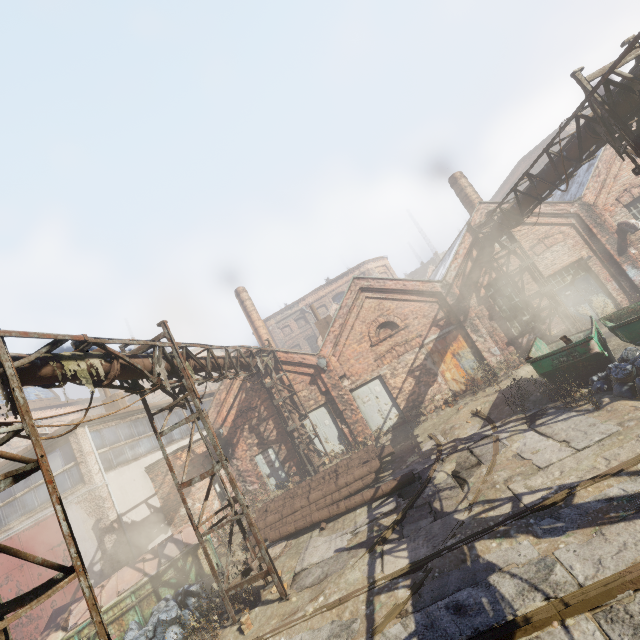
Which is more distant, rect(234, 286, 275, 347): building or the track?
rect(234, 286, 275, 347): building

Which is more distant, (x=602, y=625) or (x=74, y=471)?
(x=74, y=471)

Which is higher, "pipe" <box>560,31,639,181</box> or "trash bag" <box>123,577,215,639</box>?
"pipe" <box>560,31,639,181</box>

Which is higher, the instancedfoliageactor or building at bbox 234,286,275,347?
building at bbox 234,286,275,347

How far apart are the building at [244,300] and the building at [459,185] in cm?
1501

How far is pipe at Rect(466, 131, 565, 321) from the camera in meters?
9.5

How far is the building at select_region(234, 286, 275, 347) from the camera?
23.48m

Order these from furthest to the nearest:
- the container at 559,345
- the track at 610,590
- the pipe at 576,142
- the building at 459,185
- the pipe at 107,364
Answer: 1. the building at 459,185
2. the container at 559,345
3. the pipe at 576,142
4. the pipe at 107,364
5. the track at 610,590
